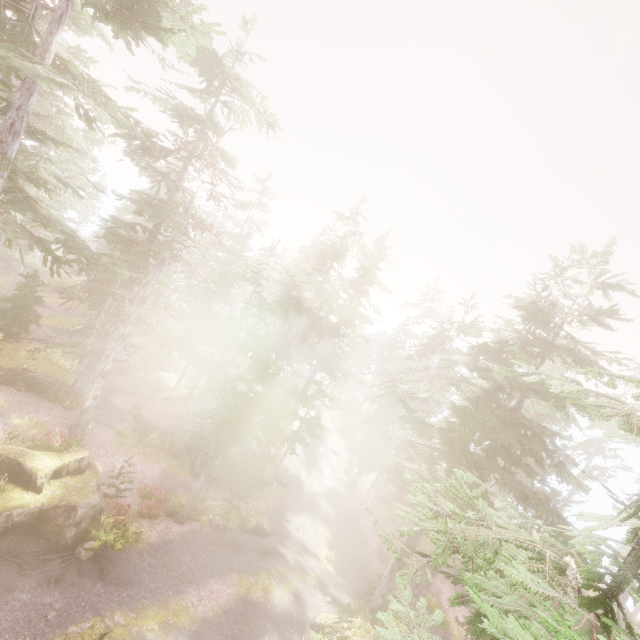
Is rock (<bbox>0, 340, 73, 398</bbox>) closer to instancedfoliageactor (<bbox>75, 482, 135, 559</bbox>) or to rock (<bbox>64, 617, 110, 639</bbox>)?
instancedfoliageactor (<bbox>75, 482, 135, 559</bbox>)

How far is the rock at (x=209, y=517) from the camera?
18.0 meters

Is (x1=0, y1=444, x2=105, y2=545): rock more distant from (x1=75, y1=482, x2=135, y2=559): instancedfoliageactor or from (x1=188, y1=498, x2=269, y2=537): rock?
(x1=188, y1=498, x2=269, y2=537): rock

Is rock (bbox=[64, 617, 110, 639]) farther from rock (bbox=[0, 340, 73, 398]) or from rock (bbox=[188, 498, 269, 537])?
rock (bbox=[0, 340, 73, 398])

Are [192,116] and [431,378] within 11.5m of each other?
no

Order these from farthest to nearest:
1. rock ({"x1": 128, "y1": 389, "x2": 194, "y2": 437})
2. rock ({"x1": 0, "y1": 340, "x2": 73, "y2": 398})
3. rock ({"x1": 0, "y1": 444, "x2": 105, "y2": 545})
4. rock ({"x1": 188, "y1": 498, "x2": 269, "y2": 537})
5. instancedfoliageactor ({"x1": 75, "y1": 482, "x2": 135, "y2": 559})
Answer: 1. rock ({"x1": 128, "y1": 389, "x2": 194, "y2": 437})
2. rock ({"x1": 0, "y1": 340, "x2": 73, "y2": 398})
3. rock ({"x1": 188, "y1": 498, "x2": 269, "y2": 537})
4. instancedfoliageactor ({"x1": 75, "y1": 482, "x2": 135, "y2": 559})
5. rock ({"x1": 0, "y1": 444, "x2": 105, "y2": 545})

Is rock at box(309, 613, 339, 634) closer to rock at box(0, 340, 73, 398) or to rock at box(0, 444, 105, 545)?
rock at box(0, 444, 105, 545)
